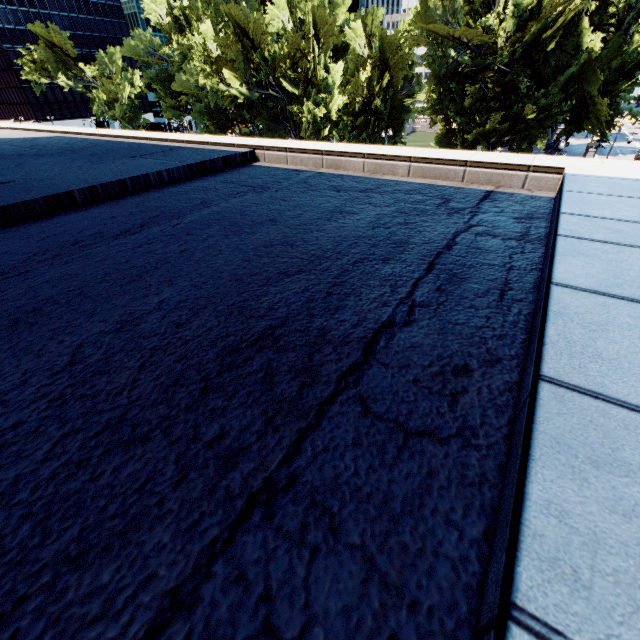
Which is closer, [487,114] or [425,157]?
[425,157]

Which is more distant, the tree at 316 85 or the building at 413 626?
the tree at 316 85

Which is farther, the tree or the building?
the tree
